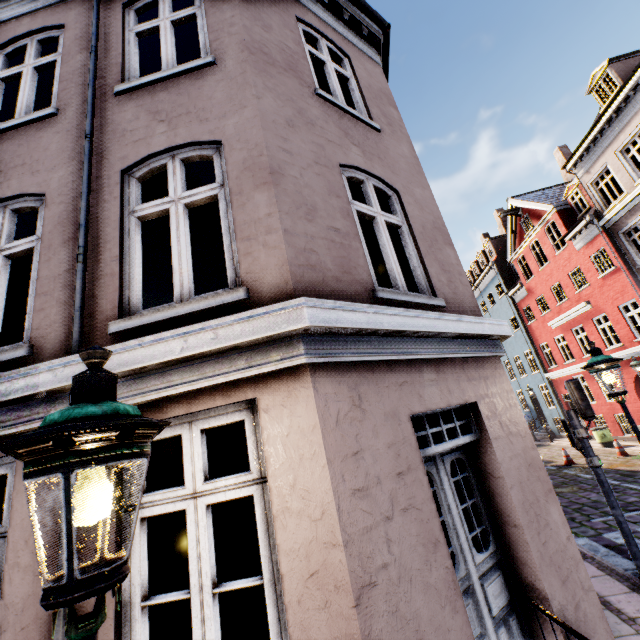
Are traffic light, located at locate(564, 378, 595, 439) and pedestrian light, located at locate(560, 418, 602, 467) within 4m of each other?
yes

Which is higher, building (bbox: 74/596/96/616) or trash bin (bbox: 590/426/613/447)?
building (bbox: 74/596/96/616)

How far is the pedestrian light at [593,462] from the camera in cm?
584

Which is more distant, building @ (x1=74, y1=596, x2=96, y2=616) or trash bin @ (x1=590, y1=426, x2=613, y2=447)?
trash bin @ (x1=590, y1=426, x2=613, y2=447)

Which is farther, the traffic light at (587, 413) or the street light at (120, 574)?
the traffic light at (587, 413)

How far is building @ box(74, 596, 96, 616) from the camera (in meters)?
2.12

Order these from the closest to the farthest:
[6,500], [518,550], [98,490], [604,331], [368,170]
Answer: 1. [98,490]
2. [6,500]
3. [518,550]
4. [368,170]
5. [604,331]

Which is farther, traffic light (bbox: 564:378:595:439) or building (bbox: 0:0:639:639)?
traffic light (bbox: 564:378:595:439)
